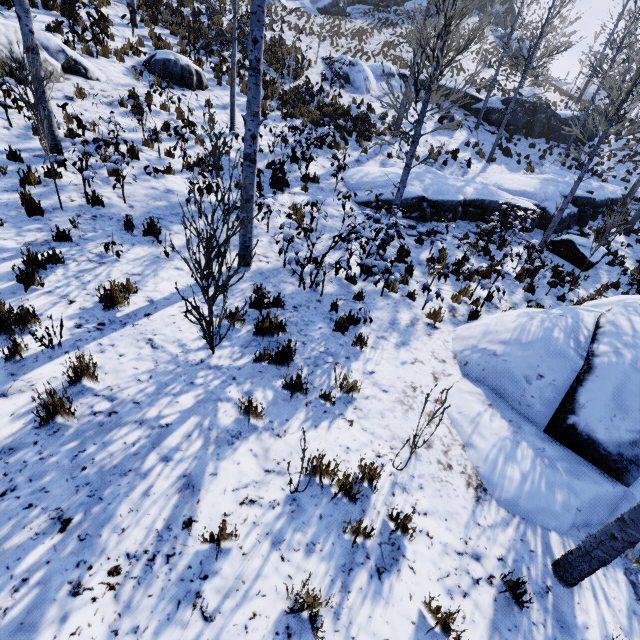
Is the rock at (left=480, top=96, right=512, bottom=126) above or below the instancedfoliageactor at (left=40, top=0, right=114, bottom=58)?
above

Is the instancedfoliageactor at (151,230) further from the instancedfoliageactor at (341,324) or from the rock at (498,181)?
the rock at (498,181)

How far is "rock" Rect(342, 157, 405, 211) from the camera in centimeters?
1112cm

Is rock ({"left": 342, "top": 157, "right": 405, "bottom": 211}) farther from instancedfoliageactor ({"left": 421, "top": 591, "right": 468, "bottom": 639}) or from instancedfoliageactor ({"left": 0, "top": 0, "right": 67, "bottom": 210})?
instancedfoliageactor ({"left": 421, "top": 591, "right": 468, "bottom": 639})

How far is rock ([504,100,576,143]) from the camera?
21.20m

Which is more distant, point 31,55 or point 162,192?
point 162,192

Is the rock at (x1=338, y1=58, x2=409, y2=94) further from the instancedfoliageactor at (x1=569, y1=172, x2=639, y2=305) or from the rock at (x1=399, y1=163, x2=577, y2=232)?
the rock at (x1=399, y1=163, x2=577, y2=232)

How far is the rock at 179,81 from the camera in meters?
11.3
